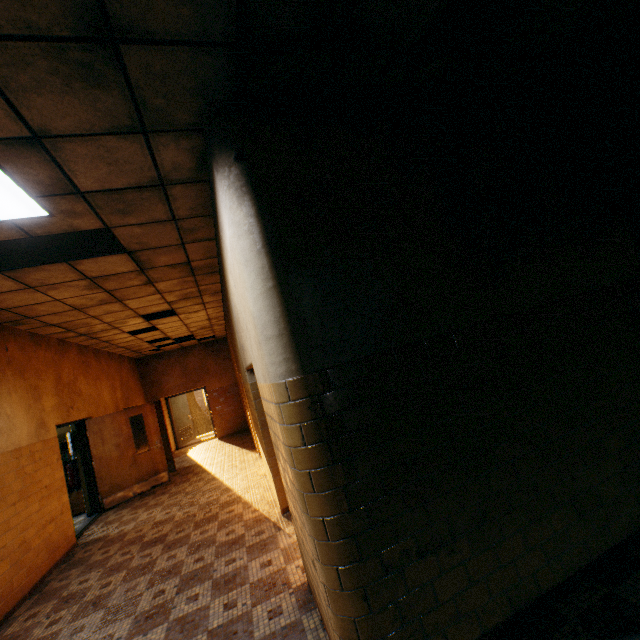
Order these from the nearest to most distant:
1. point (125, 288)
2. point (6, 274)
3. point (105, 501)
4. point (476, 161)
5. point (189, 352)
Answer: point (476, 161) < point (6, 274) < point (125, 288) < point (105, 501) < point (189, 352)

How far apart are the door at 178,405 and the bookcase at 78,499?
5.4 meters

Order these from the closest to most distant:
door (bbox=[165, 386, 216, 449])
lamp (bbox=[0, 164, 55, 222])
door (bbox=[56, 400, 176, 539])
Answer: lamp (bbox=[0, 164, 55, 222])
door (bbox=[56, 400, 176, 539])
door (bbox=[165, 386, 216, 449])

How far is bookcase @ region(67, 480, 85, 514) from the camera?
7.7m

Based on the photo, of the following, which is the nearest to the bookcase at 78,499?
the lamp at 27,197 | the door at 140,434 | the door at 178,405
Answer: the door at 140,434

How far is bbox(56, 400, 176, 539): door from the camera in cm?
739

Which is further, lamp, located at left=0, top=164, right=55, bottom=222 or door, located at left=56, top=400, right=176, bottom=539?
door, located at left=56, top=400, right=176, bottom=539

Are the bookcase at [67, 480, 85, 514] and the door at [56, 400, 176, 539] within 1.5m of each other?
yes
